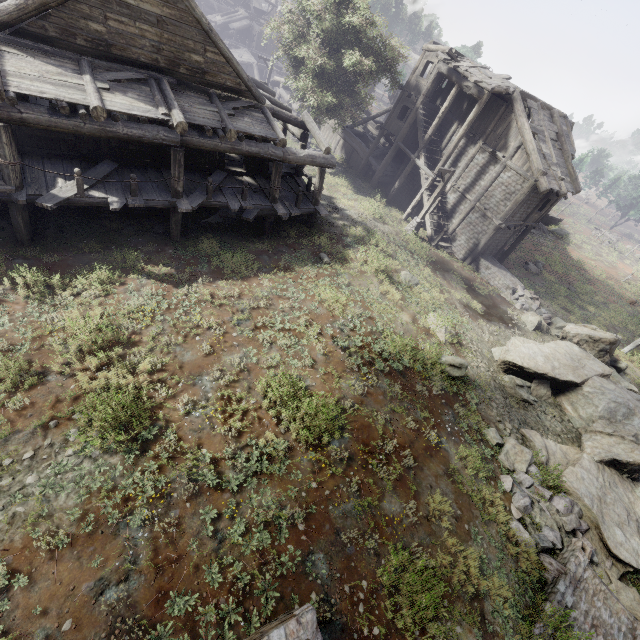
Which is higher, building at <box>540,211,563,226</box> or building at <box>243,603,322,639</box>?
building at <box>243,603,322,639</box>

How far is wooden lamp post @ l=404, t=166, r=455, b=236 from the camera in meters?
19.5 m

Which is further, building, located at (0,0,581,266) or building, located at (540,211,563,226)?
building, located at (540,211,563,226)

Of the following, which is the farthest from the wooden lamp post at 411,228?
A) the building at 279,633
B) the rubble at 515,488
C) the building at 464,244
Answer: the building at 279,633

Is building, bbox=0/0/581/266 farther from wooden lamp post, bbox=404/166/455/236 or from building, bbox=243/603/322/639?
building, bbox=243/603/322/639

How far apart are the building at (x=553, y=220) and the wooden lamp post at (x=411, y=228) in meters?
33.1 m

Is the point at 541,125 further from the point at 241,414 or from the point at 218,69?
the point at 241,414

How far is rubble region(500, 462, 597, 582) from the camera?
7.9m
